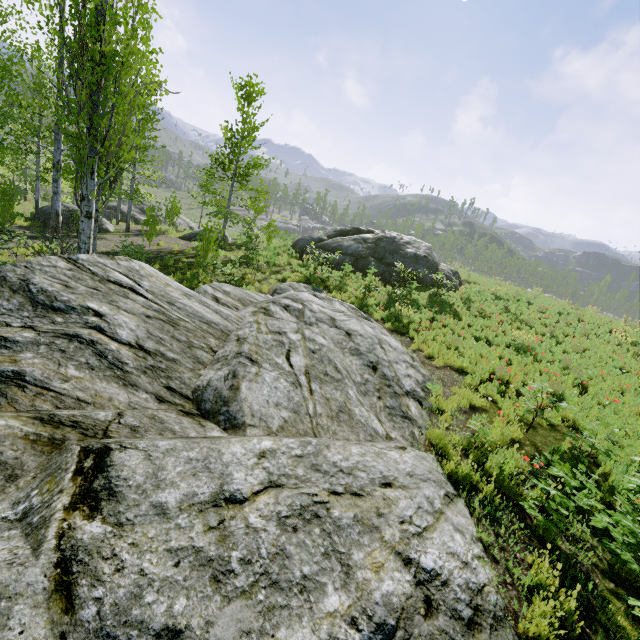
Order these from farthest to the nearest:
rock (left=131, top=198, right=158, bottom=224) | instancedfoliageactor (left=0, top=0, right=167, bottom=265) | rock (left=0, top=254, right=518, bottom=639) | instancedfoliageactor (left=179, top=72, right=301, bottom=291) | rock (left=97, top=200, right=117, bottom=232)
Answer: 1. rock (left=131, top=198, right=158, bottom=224)
2. rock (left=97, top=200, right=117, bottom=232)
3. instancedfoliageactor (left=179, top=72, right=301, bottom=291)
4. instancedfoliageactor (left=0, top=0, right=167, bottom=265)
5. rock (left=0, top=254, right=518, bottom=639)

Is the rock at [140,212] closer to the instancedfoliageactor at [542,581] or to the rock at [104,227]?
the instancedfoliageactor at [542,581]

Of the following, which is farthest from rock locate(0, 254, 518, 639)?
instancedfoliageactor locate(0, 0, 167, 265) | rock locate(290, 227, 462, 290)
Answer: instancedfoliageactor locate(0, 0, 167, 265)

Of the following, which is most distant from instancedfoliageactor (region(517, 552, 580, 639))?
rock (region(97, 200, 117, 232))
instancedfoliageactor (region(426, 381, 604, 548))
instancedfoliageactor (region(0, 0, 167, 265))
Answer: instancedfoliageactor (region(426, 381, 604, 548))

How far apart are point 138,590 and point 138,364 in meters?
2.7

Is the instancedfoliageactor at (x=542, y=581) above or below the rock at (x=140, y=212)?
above

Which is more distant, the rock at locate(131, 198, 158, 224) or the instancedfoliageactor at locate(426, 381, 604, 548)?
the rock at locate(131, 198, 158, 224)

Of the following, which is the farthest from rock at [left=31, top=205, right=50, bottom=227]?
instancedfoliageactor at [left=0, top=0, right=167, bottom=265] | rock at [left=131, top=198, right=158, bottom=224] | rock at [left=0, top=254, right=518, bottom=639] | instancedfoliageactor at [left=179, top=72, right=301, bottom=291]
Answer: rock at [left=131, top=198, right=158, bottom=224]
